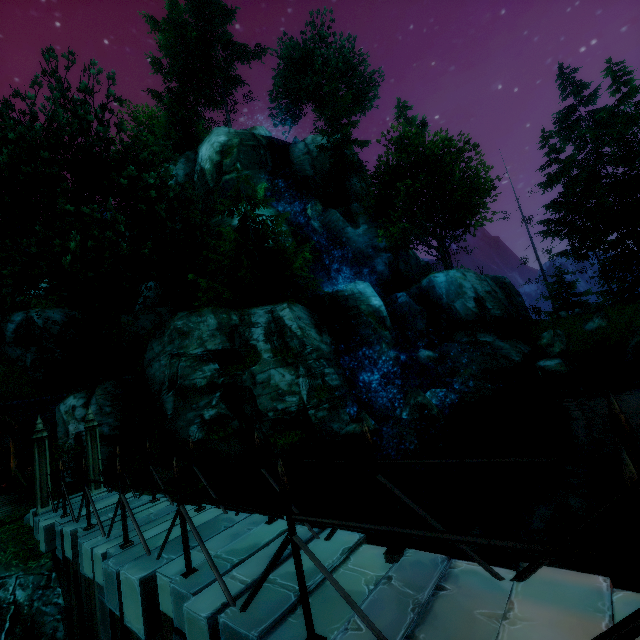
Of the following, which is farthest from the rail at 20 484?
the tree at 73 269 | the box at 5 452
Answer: the tree at 73 269

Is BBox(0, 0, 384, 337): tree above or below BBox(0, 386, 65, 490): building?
above

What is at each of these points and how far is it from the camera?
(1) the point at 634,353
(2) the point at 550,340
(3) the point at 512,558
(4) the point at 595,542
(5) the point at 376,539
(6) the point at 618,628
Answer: (1) rock, 18.97m
(2) rock, 24.53m
(3) rock, 11.66m
(4) rock, 10.52m
(5) rock, 12.87m
(6) fence, 1.43m

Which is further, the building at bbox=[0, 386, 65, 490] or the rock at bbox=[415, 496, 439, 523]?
the building at bbox=[0, 386, 65, 490]

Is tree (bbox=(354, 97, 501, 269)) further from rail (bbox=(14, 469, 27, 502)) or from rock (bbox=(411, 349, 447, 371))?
rock (bbox=(411, 349, 447, 371))

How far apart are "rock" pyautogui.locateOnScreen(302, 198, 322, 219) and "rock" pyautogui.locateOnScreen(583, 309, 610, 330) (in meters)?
23.06

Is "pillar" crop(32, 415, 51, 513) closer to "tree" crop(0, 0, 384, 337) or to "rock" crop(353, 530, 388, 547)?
"tree" crop(0, 0, 384, 337)

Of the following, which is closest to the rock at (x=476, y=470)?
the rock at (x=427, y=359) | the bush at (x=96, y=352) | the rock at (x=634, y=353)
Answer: the rock at (x=634, y=353)
